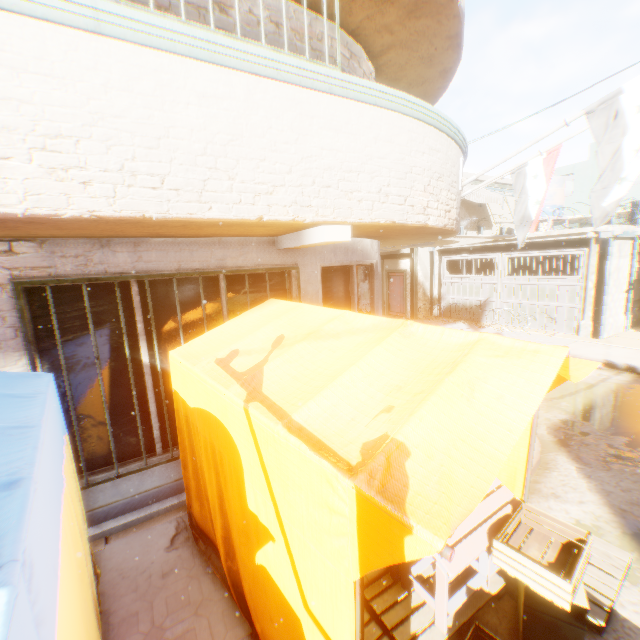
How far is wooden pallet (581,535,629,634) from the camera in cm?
274

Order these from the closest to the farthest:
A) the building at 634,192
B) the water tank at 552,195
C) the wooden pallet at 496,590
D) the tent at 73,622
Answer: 1. the tent at 73,622
2. the wooden pallet at 496,590
3. the water tank at 552,195
4. the building at 634,192

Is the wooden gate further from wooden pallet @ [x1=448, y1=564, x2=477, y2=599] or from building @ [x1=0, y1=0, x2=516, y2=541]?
wooden pallet @ [x1=448, y1=564, x2=477, y2=599]

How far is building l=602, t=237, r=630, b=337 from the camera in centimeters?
1070cm

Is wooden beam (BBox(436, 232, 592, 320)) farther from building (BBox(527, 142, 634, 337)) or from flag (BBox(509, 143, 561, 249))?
flag (BBox(509, 143, 561, 249))

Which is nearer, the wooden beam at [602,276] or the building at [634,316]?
the wooden beam at [602,276]

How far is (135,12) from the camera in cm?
217

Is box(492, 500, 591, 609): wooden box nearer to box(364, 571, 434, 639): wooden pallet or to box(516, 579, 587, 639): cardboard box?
box(516, 579, 587, 639): cardboard box
